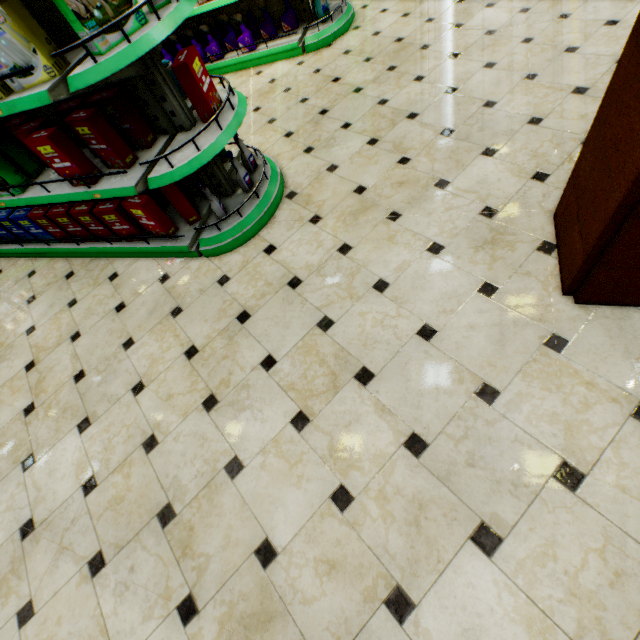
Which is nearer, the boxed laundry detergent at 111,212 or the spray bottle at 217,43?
the boxed laundry detergent at 111,212

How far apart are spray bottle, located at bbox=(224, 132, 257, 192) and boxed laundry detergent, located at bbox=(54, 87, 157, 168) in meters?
0.7

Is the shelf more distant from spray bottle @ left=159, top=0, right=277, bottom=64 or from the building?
spray bottle @ left=159, top=0, right=277, bottom=64

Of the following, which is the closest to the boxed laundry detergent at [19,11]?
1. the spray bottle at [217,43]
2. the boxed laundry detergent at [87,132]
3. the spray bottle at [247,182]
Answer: the boxed laundry detergent at [87,132]

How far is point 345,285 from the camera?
2.2m

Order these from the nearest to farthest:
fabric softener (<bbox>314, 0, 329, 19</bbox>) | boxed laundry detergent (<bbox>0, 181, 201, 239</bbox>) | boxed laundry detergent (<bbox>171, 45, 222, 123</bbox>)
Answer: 1. boxed laundry detergent (<bbox>171, 45, 222, 123</bbox>)
2. boxed laundry detergent (<bbox>0, 181, 201, 239</bbox>)
3. fabric softener (<bbox>314, 0, 329, 19</bbox>)

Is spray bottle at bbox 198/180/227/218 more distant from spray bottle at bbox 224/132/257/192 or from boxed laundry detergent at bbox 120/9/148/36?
boxed laundry detergent at bbox 120/9/148/36

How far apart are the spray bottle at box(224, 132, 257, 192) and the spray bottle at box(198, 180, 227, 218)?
0.3 meters
